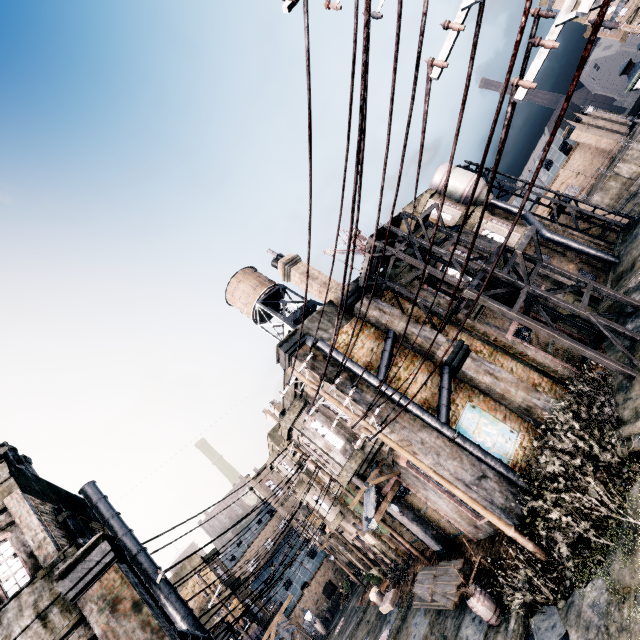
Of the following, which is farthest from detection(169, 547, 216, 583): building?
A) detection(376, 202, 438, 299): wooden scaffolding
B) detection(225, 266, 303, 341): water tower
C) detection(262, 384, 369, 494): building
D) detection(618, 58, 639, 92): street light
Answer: detection(618, 58, 639, 92): street light

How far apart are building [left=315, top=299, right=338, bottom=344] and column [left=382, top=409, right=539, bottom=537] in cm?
2

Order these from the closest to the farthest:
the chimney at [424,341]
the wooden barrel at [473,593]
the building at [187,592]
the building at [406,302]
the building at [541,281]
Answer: the wooden barrel at [473,593] → the chimney at [424,341] → the building at [406,302] → the building at [541,281] → the building at [187,592]

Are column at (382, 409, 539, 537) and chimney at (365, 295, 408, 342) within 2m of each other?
no

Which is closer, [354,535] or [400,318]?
[400,318]

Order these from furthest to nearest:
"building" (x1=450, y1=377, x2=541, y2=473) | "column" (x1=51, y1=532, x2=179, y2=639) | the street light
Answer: "building" (x1=450, y1=377, x2=541, y2=473) < the street light < "column" (x1=51, y1=532, x2=179, y2=639)

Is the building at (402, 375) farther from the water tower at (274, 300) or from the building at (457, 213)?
the building at (457, 213)

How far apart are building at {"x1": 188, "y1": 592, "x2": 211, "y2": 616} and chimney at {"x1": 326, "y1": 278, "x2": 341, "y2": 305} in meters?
25.5 m
